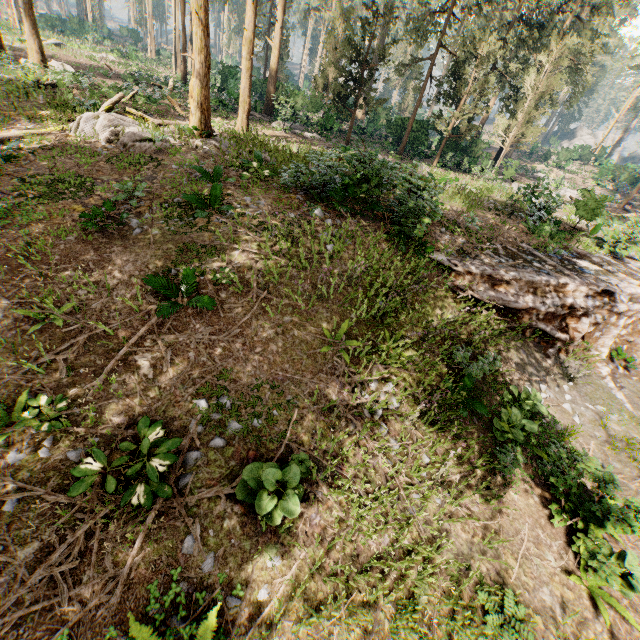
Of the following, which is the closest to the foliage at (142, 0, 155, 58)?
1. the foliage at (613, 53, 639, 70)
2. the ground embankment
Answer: the ground embankment

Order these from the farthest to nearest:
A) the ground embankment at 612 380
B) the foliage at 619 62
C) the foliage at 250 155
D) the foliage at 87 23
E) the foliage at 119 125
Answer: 1. the foliage at 87 23
2. the foliage at 619 62
3. the foliage at 250 155
4. the foliage at 119 125
5. the ground embankment at 612 380

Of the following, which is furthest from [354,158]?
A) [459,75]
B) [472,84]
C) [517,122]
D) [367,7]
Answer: [472,84]

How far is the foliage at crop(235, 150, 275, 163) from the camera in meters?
13.7 m

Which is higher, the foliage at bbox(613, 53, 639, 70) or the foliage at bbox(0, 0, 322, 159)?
the foliage at bbox(613, 53, 639, 70)

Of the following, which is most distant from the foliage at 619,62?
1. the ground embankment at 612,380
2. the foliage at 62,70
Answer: the ground embankment at 612,380

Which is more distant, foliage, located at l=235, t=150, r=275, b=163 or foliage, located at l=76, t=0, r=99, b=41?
foliage, located at l=76, t=0, r=99, b=41
